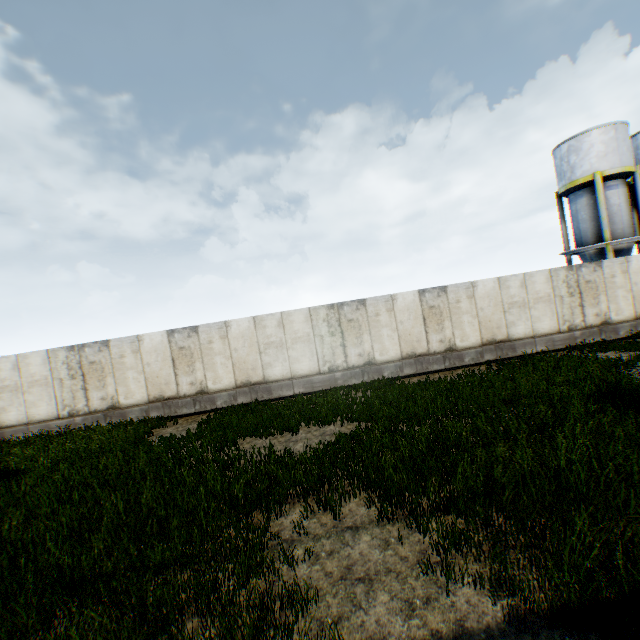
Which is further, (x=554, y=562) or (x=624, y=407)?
(x=624, y=407)
